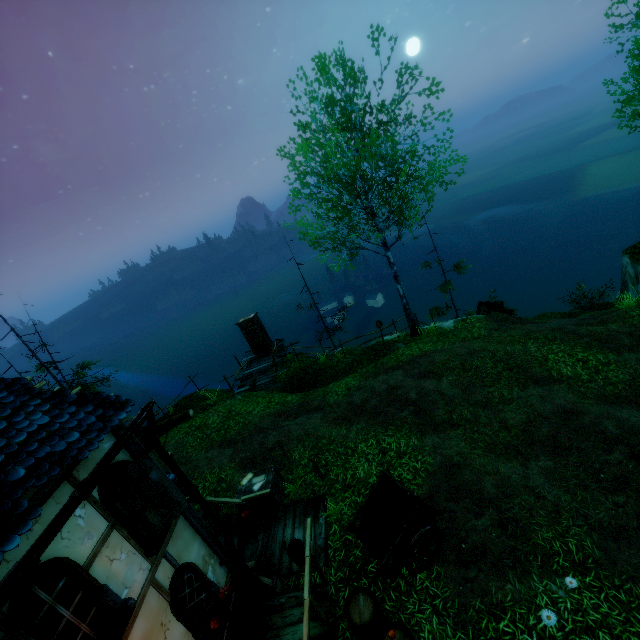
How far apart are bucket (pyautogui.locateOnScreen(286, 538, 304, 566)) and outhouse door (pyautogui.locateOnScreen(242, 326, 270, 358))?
13.2m

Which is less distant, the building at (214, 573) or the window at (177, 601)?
the building at (214, 573)

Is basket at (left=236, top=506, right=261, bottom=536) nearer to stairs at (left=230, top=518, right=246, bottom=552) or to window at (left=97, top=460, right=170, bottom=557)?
stairs at (left=230, top=518, right=246, bottom=552)

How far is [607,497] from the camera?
6.9m

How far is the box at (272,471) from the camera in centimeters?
916cm

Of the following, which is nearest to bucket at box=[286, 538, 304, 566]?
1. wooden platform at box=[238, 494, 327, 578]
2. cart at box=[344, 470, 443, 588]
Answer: wooden platform at box=[238, 494, 327, 578]

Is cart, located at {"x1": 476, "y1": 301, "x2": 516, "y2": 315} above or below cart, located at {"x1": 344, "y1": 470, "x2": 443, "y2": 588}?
below

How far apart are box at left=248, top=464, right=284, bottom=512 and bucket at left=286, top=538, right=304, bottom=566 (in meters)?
1.61
